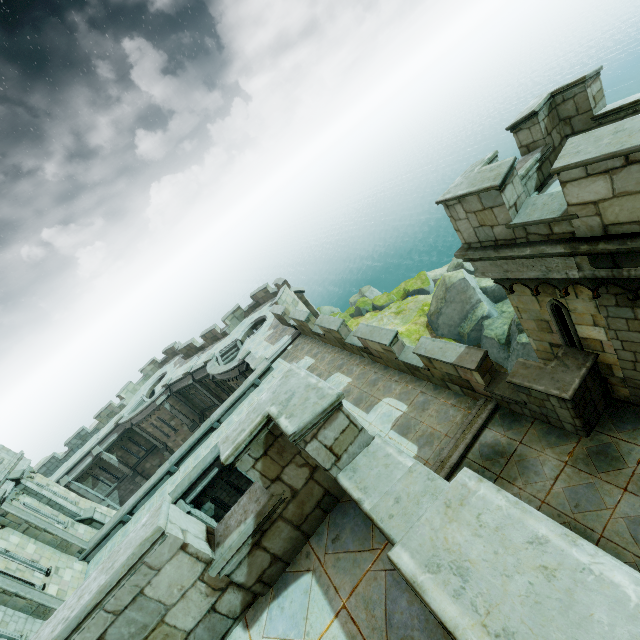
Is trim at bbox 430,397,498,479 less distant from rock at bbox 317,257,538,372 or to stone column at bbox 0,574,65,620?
rock at bbox 317,257,538,372

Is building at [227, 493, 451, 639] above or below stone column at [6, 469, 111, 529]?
above

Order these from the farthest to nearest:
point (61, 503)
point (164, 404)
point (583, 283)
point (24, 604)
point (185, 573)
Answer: point (164, 404) < point (61, 503) < point (24, 604) < point (583, 283) < point (185, 573)

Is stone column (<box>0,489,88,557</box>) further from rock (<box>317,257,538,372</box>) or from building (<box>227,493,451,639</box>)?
rock (<box>317,257,538,372</box>)

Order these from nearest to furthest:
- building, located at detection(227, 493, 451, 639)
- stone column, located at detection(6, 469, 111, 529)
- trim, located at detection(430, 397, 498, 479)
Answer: building, located at detection(227, 493, 451, 639) < trim, located at detection(430, 397, 498, 479) < stone column, located at detection(6, 469, 111, 529)

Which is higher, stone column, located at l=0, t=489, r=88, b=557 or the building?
the building

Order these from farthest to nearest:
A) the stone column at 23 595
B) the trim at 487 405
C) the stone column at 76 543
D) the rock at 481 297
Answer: the rock at 481 297, the stone column at 76 543, the stone column at 23 595, the trim at 487 405

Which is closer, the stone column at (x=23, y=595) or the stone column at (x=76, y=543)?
the stone column at (x=23, y=595)
